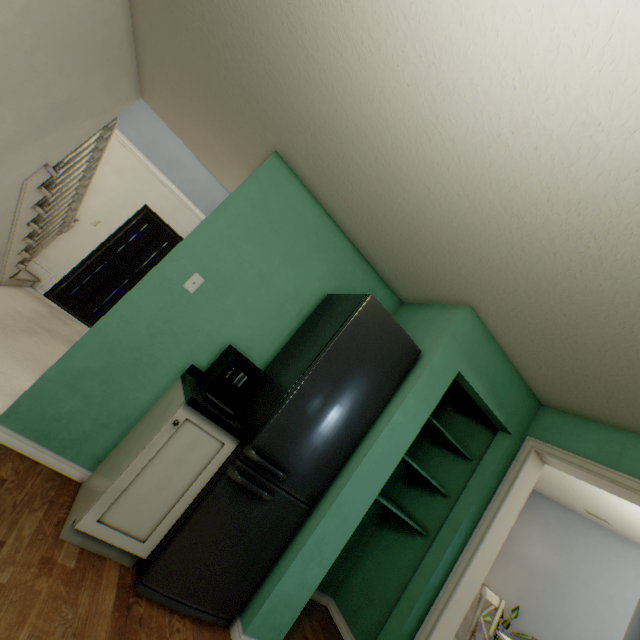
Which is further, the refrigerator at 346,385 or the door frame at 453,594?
the door frame at 453,594

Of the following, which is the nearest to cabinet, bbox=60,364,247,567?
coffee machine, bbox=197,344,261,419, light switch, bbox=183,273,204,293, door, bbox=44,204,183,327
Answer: coffee machine, bbox=197,344,261,419

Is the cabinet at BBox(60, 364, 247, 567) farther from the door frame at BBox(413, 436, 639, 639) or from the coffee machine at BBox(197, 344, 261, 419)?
the door frame at BBox(413, 436, 639, 639)

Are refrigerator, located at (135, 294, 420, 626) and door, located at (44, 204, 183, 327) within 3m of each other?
no

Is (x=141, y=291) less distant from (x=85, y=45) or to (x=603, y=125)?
(x=85, y=45)

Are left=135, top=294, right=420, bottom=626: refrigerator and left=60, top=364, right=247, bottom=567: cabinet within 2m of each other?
yes

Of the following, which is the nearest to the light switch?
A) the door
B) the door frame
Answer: the door frame

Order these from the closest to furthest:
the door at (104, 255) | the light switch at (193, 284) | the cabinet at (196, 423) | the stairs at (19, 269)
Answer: the cabinet at (196, 423) → the light switch at (193, 284) → the stairs at (19, 269) → the door at (104, 255)
